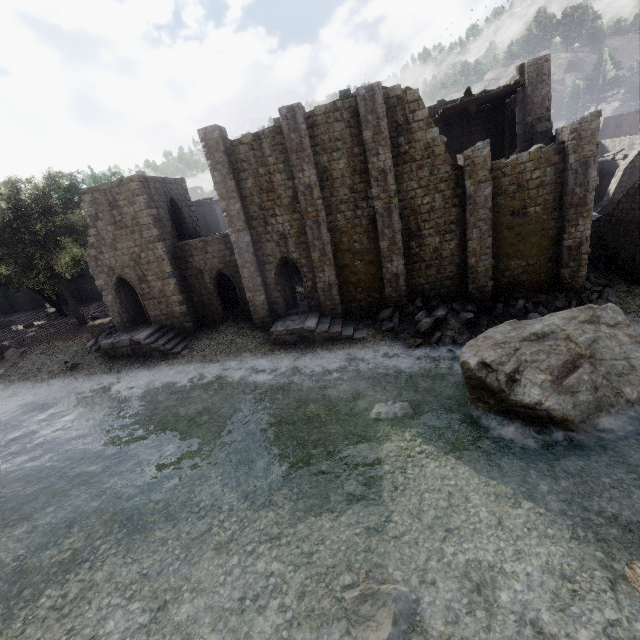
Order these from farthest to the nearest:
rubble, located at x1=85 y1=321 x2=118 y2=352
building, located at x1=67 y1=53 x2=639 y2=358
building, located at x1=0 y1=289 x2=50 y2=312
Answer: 1. building, located at x1=0 y1=289 x2=50 y2=312
2. rubble, located at x1=85 y1=321 x2=118 y2=352
3. building, located at x1=67 y1=53 x2=639 y2=358

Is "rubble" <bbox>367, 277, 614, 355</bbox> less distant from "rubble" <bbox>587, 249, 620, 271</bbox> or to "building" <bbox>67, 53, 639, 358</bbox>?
"building" <bbox>67, 53, 639, 358</bbox>

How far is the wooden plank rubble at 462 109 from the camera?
19.6m

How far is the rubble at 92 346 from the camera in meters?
23.5 m

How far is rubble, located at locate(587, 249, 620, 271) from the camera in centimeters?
2134cm

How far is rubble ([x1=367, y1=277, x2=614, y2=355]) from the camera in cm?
1805

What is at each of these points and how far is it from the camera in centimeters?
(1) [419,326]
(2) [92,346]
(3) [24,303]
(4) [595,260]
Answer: (1) rubble, 1867cm
(2) rubble, 2377cm
(3) building, 3975cm
(4) rubble, 2219cm

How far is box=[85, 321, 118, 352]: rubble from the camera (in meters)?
23.50
